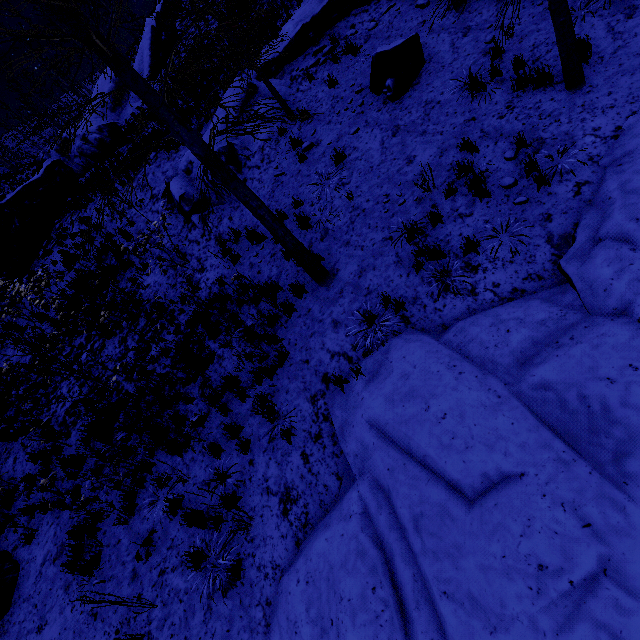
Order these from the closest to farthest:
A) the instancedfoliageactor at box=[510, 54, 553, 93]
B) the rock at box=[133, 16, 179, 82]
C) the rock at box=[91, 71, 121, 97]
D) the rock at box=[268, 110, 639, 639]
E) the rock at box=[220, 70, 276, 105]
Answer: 1. the rock at box=[268, 110, 639, 639]
2. the instancedfoliageactor at box=[510, 54, 553, 93]
3. the rock at box=[220, 70, 276, 105]
4. the rock at box=[133, 16, 179, 82]
5. the rock at box=[91, 71, 121, 97]

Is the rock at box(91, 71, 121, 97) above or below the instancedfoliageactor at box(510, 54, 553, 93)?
above

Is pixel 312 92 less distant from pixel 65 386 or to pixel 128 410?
pixel 128 410

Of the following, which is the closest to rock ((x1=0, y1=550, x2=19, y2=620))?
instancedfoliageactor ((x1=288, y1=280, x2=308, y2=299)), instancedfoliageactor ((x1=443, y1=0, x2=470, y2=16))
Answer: instancedfoliageactor ((x1=288, y1=280, x2=308, y2=299))

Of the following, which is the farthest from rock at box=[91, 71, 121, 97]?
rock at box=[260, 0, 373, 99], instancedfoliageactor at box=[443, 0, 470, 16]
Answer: instancedfoliageactor at box=[443, 0, 470, 16]

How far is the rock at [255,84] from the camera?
10.94m

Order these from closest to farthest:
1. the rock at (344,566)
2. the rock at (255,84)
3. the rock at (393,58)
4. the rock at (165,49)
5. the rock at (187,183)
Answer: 1. the rock at (344,566)
2. the rock at (393,58)
3. the rock at (187,183)
4. the rock at (255,84)
5. the rock at (165,49)

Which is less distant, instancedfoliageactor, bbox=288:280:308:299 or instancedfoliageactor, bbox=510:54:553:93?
instancedfoliageactor, bbox=510:54:553:93
